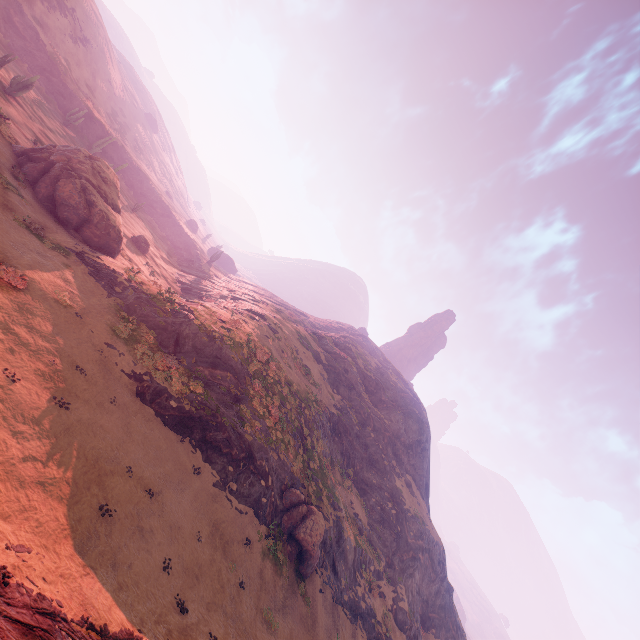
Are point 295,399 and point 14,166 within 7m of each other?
no

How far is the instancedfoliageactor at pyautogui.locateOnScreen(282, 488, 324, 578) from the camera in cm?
2311

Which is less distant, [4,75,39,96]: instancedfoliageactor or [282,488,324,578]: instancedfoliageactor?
[282,488,324,578]: instancedfoliageactor

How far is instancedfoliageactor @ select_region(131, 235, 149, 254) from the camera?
42.28m

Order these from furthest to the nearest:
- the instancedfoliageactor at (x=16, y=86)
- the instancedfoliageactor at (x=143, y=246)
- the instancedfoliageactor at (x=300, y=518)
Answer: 1. the instancedfoliageactor at (x=143, y=246)
2. the instancedfoliageactor at (x=16, y=86)
3. the instancedfoliageactor at (x=300, y=518)

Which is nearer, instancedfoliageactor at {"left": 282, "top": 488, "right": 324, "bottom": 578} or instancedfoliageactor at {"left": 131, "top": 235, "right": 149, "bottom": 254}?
instancedfoliageactor at {"left": 282, "top": 488, "right": 324, "bottom": 578}

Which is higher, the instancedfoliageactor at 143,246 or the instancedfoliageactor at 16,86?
the instancedfoliageactor at 16,86

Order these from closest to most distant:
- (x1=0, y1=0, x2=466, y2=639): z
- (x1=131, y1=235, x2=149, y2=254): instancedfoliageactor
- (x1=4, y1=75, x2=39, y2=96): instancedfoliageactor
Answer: (x1=0, y1=0, x2=466, y2=639): z, (x1=4, y1=75, x2=39, y2=96): instancedfoliageactor, (x1=131, y1=235, x2=149, y2=254): instancedfoliageactor
